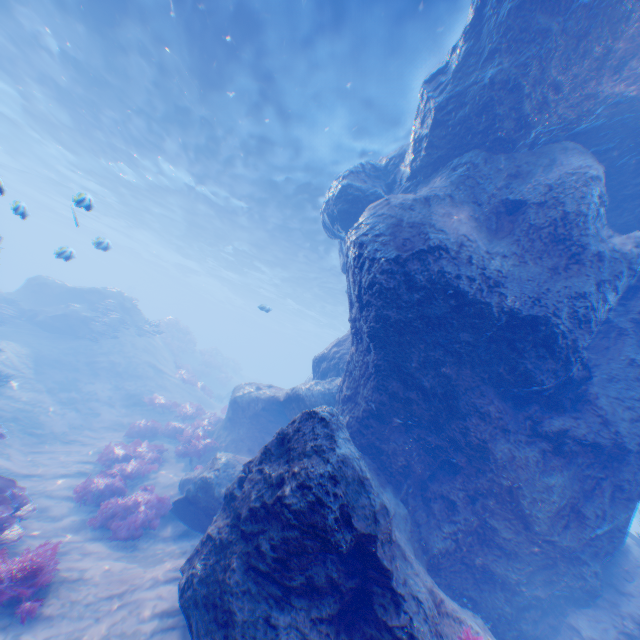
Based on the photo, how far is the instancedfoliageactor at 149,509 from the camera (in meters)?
8.16

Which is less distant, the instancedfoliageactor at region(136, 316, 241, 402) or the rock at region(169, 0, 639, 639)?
the rock at region(169, 0, 639, 639)

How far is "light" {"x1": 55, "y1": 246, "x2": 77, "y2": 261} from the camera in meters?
9.3 m

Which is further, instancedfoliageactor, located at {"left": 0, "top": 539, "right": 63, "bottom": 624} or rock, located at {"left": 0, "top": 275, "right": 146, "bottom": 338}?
rock, located at {"left": 0, "top": 275, "right": 146, "bottom": 338}

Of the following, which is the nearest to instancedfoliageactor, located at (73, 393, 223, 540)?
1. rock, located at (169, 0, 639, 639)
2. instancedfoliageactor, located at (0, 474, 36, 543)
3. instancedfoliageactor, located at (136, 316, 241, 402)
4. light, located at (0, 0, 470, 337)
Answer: rock, located at (169, 0, 639, 639)

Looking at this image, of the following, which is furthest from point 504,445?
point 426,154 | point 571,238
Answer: point 426,154

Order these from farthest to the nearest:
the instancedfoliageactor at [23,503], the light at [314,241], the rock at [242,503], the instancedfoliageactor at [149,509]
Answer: the light at [314,241] → the instancedfoliageactor at [149,509] → the instancedfoliageactor at [23,503] → the rock at [242,503]

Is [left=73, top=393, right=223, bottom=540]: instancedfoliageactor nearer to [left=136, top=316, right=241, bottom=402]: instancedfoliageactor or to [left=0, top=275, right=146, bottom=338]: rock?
[left=0, top=275, right=146, bottom=338]: rock
